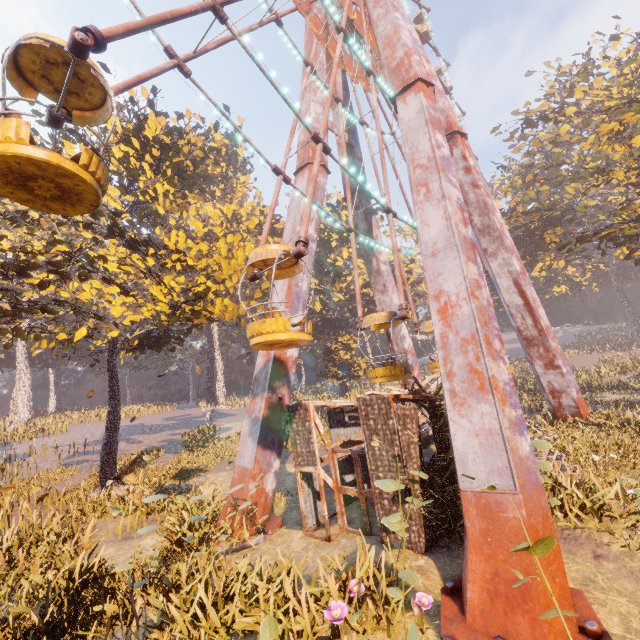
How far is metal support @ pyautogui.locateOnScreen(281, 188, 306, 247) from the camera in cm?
1475

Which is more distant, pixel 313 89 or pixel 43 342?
pixel 43 342

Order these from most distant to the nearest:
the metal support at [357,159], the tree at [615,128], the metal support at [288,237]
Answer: the metal support at [357,159] → the tree at [615,128] → the metal support at [288,237]

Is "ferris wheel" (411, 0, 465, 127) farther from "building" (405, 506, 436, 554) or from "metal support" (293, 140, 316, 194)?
"building" (405, 506, 436, 554)

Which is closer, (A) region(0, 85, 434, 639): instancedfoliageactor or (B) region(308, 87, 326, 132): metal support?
(A) region(0, 85, 434, 639): instancedfoliageactor

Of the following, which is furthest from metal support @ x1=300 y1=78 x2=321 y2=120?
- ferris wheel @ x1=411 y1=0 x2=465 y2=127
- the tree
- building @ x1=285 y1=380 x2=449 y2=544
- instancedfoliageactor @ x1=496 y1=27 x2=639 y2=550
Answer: instancedfoliageactor @ x1=496 y1=27 x2=639 y2=550

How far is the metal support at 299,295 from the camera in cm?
1345

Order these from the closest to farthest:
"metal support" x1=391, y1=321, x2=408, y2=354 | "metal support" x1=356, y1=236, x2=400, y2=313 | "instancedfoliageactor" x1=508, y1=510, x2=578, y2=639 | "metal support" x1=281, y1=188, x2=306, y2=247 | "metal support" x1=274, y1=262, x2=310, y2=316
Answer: "instancedfoliageactor" x1=508, y1=510, x2=578, y2=639
"metal support" x1=274, y1=262, x2=310, y2=316
"metal support" x1=281, y1=188, x2=306, y2=247
"metal support" x1=356, y1=236, x2=400, y2=313
"metal support" x1=391, y1=321, x2=408, y2=354
